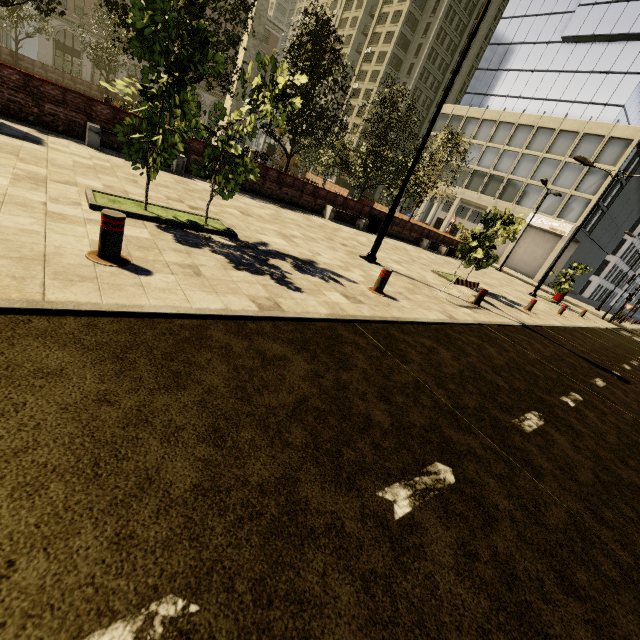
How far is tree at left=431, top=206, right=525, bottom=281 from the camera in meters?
11.9 m

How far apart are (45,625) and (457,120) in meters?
57.4 m

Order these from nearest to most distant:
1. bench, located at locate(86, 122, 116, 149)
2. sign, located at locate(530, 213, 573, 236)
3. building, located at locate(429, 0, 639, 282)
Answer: bench, located at locate(86, 122, 116, 149) → building, located at locate(429, 0, 639, 282) → sign, located at locate(530, 213, 573, 236)

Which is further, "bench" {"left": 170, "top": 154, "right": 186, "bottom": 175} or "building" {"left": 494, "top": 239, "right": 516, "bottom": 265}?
"building" {"left": 494, "top": 239, "right": 516, "bottom": 265}

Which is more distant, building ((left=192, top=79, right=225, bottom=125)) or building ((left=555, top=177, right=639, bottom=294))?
building ((left=192, top=79, right=225, bottom=125))

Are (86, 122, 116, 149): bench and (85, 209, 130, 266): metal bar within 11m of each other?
yes

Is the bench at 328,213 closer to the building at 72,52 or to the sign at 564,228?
the building at 72,52

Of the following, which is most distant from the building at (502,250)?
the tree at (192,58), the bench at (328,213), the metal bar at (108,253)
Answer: the bench at (328,213)
